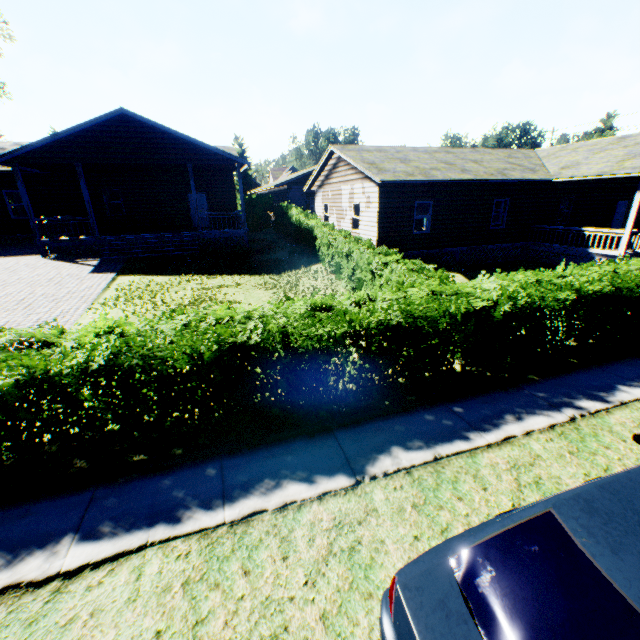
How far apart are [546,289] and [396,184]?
10.13m

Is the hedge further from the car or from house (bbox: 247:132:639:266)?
house (bbox: 247:132:639:266)

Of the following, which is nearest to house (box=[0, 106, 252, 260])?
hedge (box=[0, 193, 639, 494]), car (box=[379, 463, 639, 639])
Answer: hedge (box=[0, 193, 639, 494])

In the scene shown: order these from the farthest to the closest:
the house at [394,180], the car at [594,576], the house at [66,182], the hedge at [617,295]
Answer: the house at [394,180] → the house at [66,182] → the hedge at [617,295] → the car at [594,576]

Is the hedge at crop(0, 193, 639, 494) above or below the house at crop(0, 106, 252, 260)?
below

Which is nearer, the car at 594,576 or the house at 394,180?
the car at 594,576
